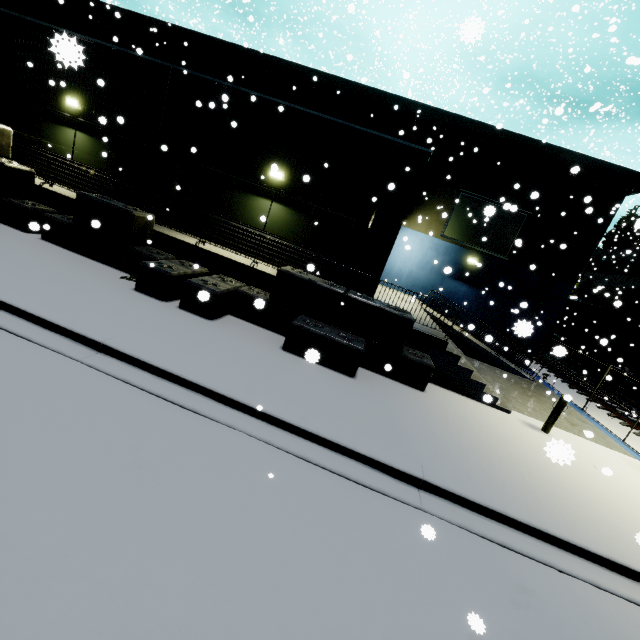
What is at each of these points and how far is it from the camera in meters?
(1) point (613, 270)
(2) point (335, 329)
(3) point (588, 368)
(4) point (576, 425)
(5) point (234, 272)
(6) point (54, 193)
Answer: (1) building, 30.3
(2) concrete block, 8.6
(3) bogie, 22.3
(4) building, 11.2
(5) building, 10.1
(6) building, 10.6

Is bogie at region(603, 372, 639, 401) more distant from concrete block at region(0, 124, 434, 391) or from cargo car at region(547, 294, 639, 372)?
concrete block at region(0, 124, 434, 391)

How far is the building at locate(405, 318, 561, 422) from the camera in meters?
9.5

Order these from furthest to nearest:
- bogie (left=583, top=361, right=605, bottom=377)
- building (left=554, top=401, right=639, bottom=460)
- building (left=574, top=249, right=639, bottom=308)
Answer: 1. building (left=574, top=249, right=639, bottom=308)
2. bogie (left=583, top=361, right=605, bottom=377)
3. building (left=554, top=401, right=639, bottom=460)

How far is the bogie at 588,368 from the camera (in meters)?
20.87

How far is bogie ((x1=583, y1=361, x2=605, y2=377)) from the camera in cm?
2087

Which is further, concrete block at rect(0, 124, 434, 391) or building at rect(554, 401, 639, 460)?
building at rect(554, 401, 639, 460)

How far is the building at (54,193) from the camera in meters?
10.6 m
